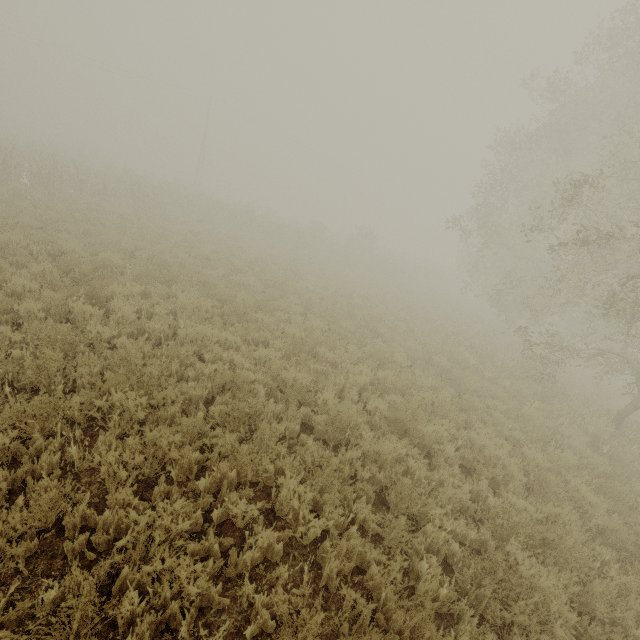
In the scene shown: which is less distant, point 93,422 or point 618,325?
point 93,422
